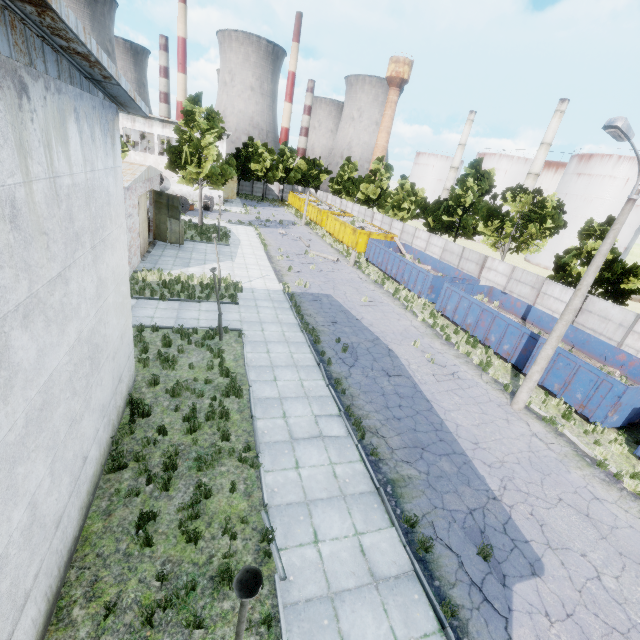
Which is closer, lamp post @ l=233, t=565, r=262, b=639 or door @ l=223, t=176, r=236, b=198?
lamp post @ l=233, t=565, r=262, b=639

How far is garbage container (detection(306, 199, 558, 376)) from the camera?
17.0 meters

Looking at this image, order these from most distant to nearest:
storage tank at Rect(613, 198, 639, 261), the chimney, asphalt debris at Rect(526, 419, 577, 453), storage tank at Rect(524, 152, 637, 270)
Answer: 1. the chimney
2. storage tank at Rect(613, 198, 639, 261)
3. storage tank at Rect(524, 152, 637, 270)
4. asphalt debris at Rect(526, 419, 577, 453)

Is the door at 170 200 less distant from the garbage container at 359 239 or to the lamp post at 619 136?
the garbage container at 359 239

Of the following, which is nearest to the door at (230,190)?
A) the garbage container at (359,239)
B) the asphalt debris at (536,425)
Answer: the garbage container at (359,239)

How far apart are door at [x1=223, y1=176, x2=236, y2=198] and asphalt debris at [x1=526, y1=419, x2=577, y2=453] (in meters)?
54.37

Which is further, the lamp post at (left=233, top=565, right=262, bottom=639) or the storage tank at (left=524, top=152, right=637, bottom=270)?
the storage tank at (left=524, top=152, right=637, bottom=270)

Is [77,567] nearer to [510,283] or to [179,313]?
[179,313]
